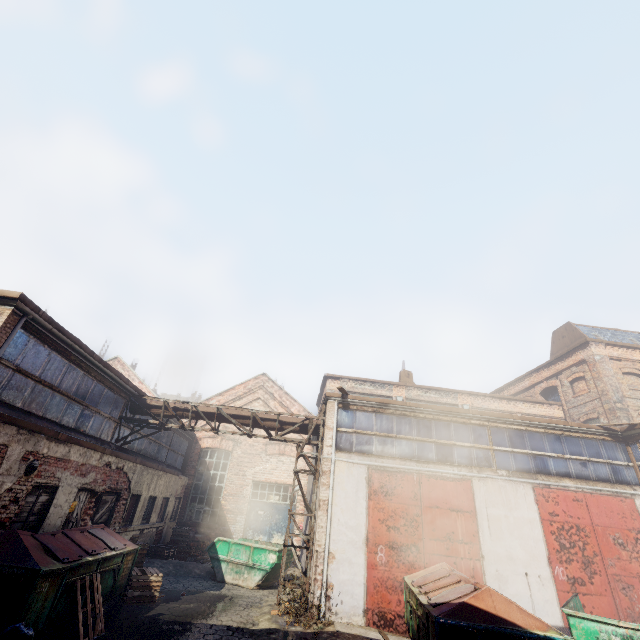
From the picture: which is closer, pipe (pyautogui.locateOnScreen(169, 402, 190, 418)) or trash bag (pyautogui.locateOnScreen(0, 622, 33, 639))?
trash bag (pyautogui.locateOnScreen(0, 622, 33, 639))

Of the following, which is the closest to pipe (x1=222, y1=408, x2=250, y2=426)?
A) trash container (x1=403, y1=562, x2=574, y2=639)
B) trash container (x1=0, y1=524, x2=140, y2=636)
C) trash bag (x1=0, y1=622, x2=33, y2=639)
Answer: trash container (x1=0, y1=524, x2=140, y2=636)

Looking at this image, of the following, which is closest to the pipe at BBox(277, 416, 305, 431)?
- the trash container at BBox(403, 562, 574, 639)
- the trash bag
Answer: the trash container at BBox(403, 562, 574, 639)

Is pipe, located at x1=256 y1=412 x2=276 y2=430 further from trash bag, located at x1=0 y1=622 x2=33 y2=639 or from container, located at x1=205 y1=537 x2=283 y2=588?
trash bag, located at x1=0 y1=622 x2=33 y2=639

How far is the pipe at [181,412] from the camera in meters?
Answer: 12.9

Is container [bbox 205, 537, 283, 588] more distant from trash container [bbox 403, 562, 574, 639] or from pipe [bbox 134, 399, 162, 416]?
trash container [bbox 403, 562, 574, 639]

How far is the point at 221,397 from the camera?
21.86m

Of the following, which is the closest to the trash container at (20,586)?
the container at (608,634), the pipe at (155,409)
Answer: the pipe at (155,409)
